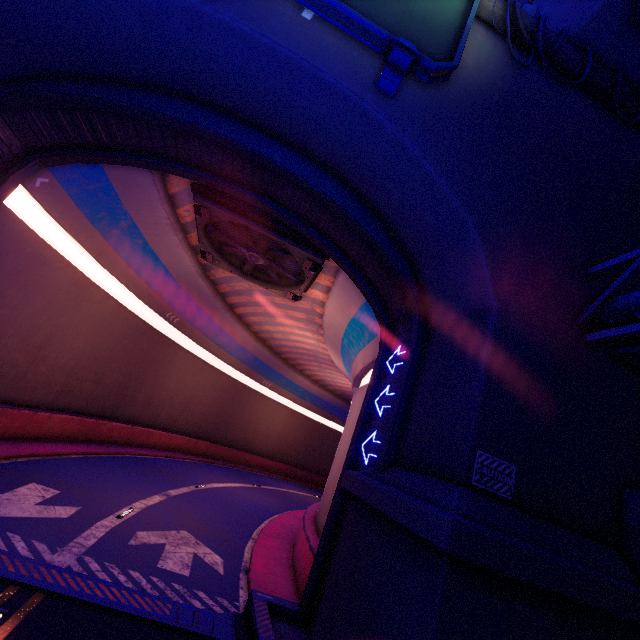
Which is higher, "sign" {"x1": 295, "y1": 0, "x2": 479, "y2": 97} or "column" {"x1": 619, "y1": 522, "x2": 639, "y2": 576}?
"sign" {"x1": 295, "y1": 0, "x2": 479, "y2": 97}

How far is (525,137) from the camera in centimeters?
907cm

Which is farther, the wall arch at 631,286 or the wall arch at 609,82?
the wall arch at 609,82

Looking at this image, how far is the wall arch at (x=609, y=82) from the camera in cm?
1052

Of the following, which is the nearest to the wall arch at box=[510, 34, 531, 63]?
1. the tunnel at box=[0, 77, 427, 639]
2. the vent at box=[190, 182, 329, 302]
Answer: the tunnel at box=[0, 77, 427, 639]

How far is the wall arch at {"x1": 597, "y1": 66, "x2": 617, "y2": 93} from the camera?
10.52m

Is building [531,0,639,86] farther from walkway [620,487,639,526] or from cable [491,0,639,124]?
walkway [620,487,639,526]

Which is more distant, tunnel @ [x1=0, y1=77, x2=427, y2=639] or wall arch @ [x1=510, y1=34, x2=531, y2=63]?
wall arch @ [x1=510, y1=34, x2=531, y2=63]
